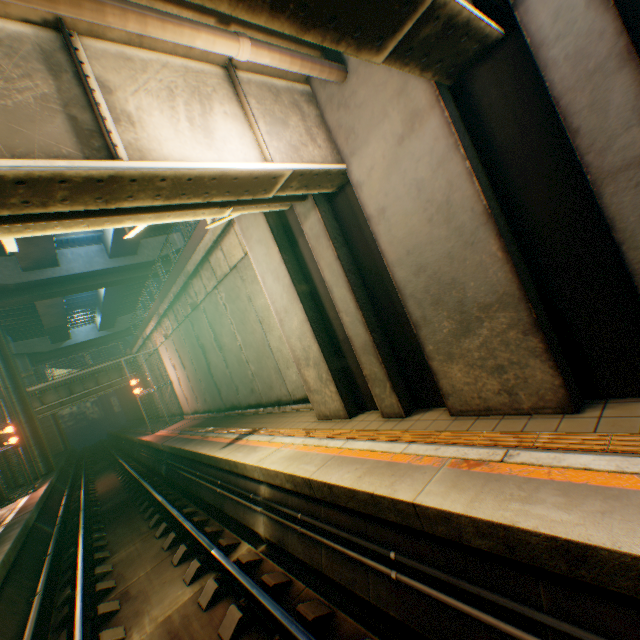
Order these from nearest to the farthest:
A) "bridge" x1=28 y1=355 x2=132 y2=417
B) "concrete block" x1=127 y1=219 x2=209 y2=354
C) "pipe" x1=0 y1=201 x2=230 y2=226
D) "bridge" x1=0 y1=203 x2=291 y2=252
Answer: "pipe" x1=0 y1=201 x2=230 y2=226
"bridge" x1=0 y1=203 x2=291 y2=252
"concrete block" x1=127 y1=219 x2=209 y2=354
"bridge" x1=28 y1=355 x2=132 y2=417

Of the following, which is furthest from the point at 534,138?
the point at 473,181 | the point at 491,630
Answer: the point at 491,630

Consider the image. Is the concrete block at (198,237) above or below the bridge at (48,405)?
above

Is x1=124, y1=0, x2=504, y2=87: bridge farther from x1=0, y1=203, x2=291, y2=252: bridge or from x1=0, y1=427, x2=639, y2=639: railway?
x1=0, y1=427, x2=639, y2=639: railway

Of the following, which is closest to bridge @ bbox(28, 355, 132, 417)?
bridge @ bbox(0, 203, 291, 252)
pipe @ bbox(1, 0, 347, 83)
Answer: bridge @ bbox(0, 203, 291, 252)

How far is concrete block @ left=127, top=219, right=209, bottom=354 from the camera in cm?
1161

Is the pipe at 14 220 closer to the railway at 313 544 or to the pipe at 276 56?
the pipe at 276 56

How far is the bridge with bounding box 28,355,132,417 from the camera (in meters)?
24.80
